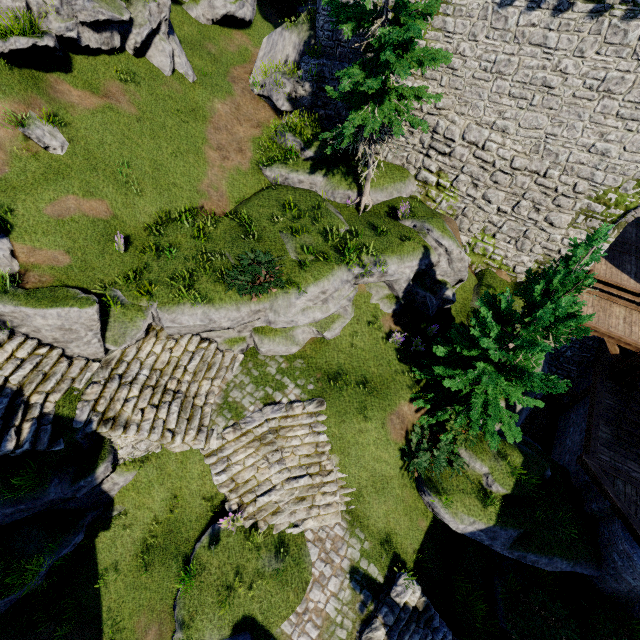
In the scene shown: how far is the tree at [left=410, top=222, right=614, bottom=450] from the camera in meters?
7.3

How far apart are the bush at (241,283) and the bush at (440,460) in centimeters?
711cm

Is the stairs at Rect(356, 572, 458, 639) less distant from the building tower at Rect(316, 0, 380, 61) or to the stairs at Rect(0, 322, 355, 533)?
the stairs at Rect(0, 322, 355, 533)

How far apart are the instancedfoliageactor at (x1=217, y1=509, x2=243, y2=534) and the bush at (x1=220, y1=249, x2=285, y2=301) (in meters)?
6.85

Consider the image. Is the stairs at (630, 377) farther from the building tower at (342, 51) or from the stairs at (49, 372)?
the stairs at (49, 372)

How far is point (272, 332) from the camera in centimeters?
1235cm

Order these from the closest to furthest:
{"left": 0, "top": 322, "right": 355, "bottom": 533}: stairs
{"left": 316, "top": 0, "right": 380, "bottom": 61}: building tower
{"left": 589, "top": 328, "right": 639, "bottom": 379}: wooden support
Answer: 1. {"left": 0, "top": 322, "right": 355, "bottom": 533}: stairs
2. {"left": 589, "top": 328, "right": 639, "bottom": 379}: wooden support
3. {"left": 316, "top": 0, "right": 380, "bottom": 61}: building tower

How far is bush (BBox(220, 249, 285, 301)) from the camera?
10.7 meters
